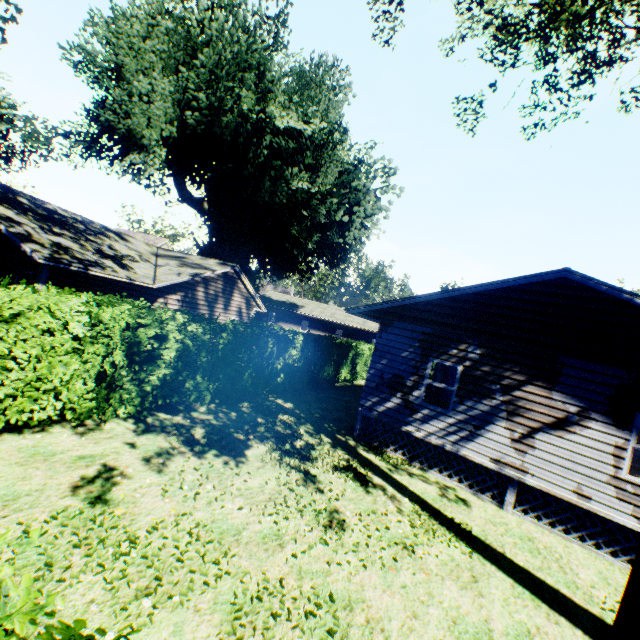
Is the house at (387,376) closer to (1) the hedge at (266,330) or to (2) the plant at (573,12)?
(1) the hedge at (266,330)

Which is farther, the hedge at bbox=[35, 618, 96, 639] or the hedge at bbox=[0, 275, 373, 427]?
the hedge at bbox=[0, 275, 373, 427]

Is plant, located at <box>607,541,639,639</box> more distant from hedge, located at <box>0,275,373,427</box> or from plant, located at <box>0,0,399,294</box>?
hedge, located at <box>0,275,373,427</box>

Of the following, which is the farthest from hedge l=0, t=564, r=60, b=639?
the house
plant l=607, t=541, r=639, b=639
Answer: the house

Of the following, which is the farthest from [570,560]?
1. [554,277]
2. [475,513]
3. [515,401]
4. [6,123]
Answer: [6,123]

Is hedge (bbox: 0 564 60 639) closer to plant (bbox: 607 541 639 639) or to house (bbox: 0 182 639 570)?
plant (bbox: 607 541 639 639)

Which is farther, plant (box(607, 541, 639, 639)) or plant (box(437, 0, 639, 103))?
plant (box(437, 0, 639, 103))
